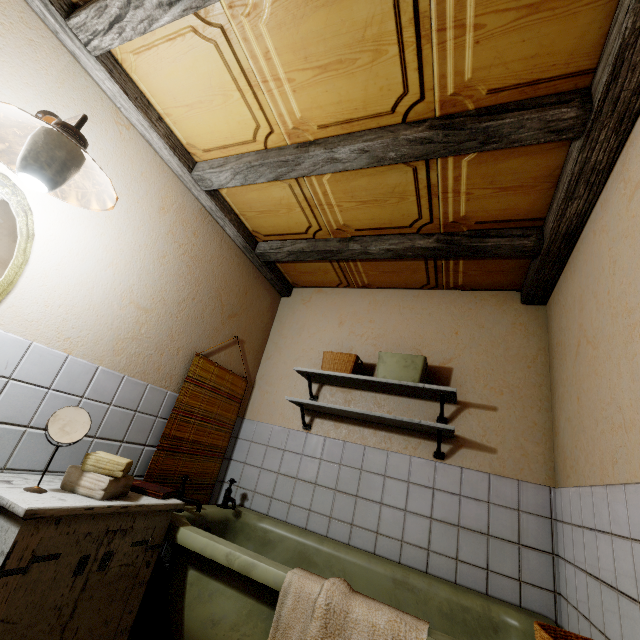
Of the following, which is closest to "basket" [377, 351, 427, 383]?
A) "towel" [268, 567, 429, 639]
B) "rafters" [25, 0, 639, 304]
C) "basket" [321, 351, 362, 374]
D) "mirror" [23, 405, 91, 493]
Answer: "basket" [321, 351, 362, 374]

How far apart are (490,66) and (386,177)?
0.7m

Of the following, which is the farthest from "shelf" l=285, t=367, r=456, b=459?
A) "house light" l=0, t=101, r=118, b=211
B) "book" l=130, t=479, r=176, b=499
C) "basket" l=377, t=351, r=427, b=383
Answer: "house light" l=0, t=101, r=118, b=211

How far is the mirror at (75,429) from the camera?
1.34m

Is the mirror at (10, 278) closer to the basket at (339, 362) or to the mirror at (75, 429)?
the mirror at (75, 429)

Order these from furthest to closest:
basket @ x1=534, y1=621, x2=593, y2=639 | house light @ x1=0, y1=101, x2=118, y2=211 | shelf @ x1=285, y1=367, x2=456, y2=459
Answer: shelf @ x1=285, y1=367, x2=456, y2=459 → house light @ x1=0, y1=101, x2=118, y2=211 → basket @ x1=534, y1=621, x2=593, y2=639

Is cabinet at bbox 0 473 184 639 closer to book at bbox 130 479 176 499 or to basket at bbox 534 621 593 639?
book at bbox 130 479 176 499

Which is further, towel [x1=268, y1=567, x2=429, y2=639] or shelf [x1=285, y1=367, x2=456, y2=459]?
shelf [x1=285, y1=367, x2=456, y2=459]
